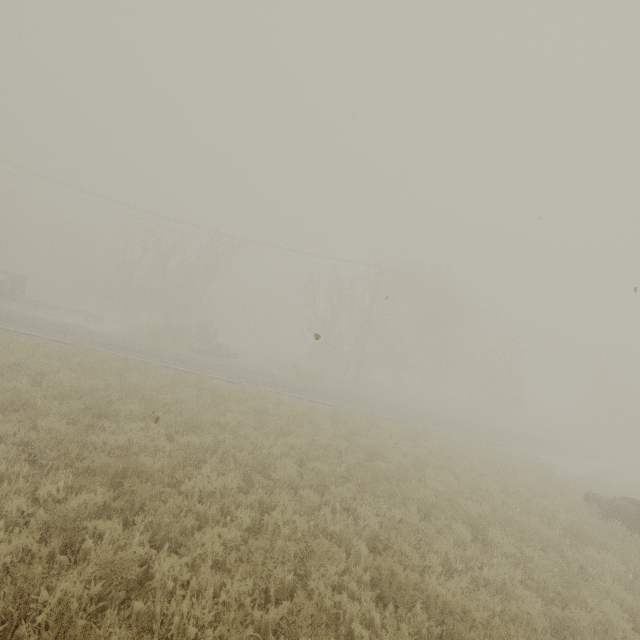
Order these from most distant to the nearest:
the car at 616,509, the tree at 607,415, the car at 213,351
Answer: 1. the tree at 607,415
2. the car at 213,351
3. the car at 616,509

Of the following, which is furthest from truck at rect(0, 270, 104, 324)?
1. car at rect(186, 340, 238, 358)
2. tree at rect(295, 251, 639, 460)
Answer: tree at rect(295, 251, 639, 460)

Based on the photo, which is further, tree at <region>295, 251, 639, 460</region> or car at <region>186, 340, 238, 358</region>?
tree at <region>295, 251, 639, 460</region>

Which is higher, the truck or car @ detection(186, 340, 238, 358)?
the truck

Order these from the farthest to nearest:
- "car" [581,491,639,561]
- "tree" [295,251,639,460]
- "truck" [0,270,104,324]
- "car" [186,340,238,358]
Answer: "tree" [295,251,639,460]
"car" [186,340,238,358]
"truck" [0,270,104,324]
"car" [581,491,639,561]

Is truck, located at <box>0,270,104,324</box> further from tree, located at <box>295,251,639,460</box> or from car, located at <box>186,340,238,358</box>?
tree, located at <box>295,251,639,460</box>

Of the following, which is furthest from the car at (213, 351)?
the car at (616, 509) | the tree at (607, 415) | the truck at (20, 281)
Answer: the car at (616, 509)

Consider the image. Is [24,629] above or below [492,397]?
below
